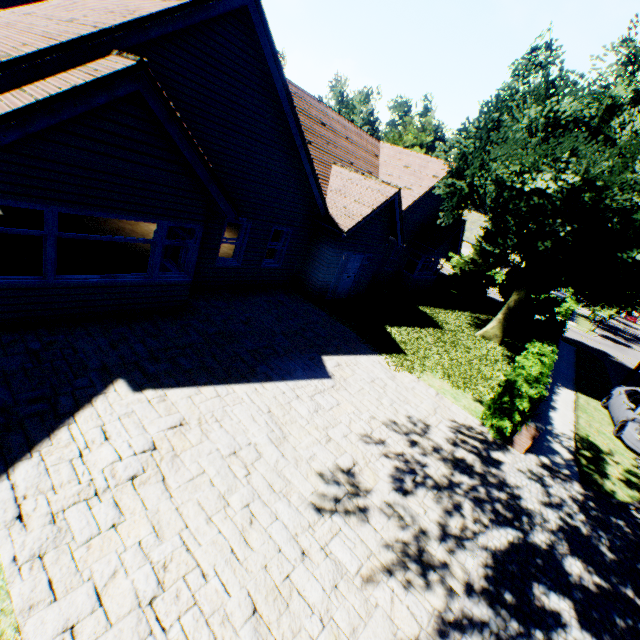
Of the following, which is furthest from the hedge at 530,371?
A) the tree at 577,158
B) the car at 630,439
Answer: the car at 630,439

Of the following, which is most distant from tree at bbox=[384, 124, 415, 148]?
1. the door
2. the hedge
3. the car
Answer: the door

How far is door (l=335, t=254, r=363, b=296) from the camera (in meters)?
14.64

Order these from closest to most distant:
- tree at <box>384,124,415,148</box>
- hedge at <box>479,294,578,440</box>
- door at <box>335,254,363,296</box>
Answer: hedge at <box>479,294,578,440</box> < door at <box>335,254,363,296</box> < tree at <box>384,124,415,148</box>

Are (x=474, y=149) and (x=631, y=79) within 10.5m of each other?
yes

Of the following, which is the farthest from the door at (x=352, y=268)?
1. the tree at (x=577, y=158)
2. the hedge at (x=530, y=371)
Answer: the hedge at (x=530, y=371)

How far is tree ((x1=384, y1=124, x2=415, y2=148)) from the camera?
26.9m

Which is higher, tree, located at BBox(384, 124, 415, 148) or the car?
tree, located at BBox(384, 124, 415, 148)
